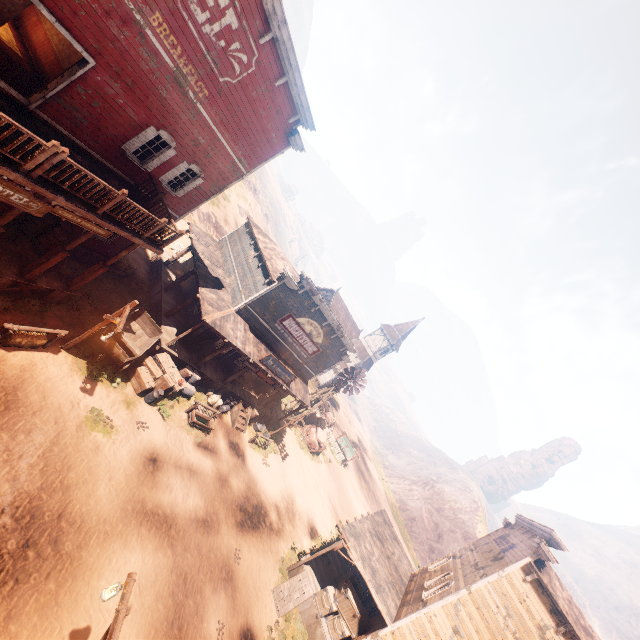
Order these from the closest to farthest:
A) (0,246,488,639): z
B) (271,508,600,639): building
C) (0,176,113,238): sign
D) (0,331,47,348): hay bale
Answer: (0,176,113,238): sign
(0,246,488,639): z
(0,331,47,348): hay bale
(271,508,600,639): building

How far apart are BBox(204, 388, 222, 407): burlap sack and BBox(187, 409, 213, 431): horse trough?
1.4 meters

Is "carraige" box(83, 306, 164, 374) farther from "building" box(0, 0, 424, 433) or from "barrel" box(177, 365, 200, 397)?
"barrel" box(177, 365, 200, 397)

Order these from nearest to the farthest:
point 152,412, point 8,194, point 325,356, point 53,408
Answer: point 8,194, point 53,408, point 152,412, point 325,356

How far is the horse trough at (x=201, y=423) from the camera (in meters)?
16.25

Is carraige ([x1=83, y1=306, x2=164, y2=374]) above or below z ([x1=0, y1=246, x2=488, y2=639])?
above

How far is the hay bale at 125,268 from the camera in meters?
16.8

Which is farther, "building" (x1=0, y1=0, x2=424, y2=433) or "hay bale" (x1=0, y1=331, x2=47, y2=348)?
"hay bale" (x1=0, y1=331, x2=47, y2=348)
